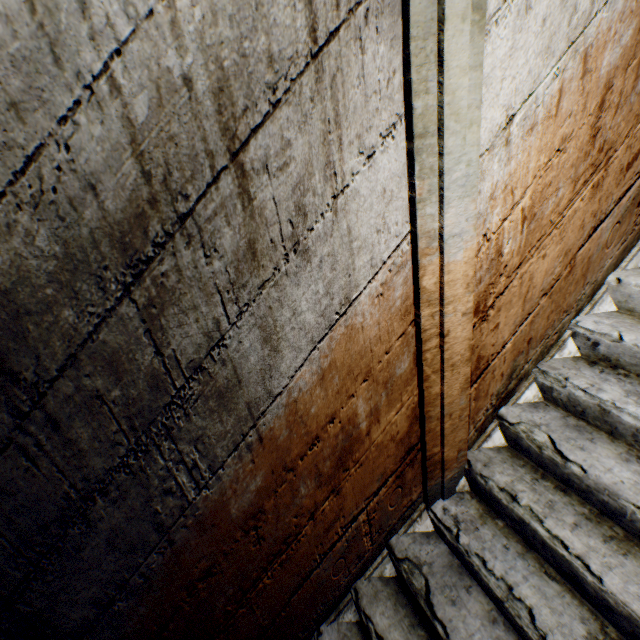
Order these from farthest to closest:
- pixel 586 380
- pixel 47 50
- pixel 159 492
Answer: pixel 586 380 → pixel 159 492 → pixel 47 50
